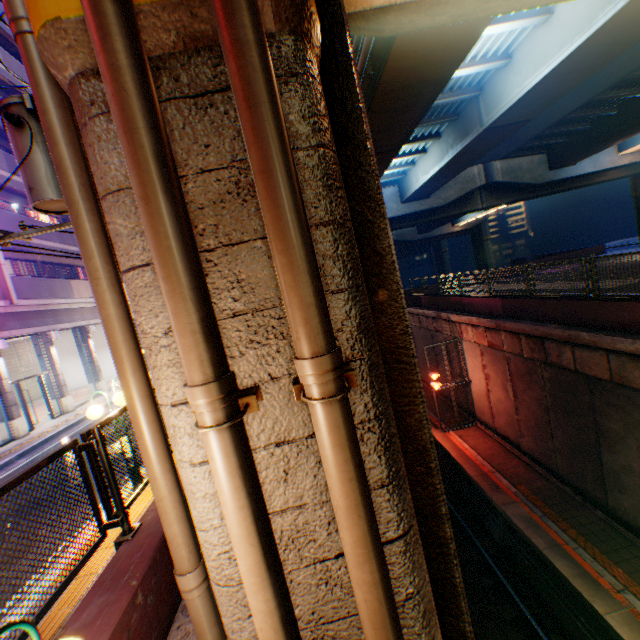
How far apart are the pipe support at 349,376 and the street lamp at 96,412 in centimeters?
587cm

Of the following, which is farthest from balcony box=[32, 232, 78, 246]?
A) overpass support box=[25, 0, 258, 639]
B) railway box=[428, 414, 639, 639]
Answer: railway box=[428, 414, 639, 639]

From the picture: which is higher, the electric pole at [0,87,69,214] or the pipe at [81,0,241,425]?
the electric pole at [0,87,69,214]

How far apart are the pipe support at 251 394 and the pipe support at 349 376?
0.3 meters

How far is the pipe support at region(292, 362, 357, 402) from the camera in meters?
1.5 m

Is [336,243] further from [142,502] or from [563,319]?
[563,319]

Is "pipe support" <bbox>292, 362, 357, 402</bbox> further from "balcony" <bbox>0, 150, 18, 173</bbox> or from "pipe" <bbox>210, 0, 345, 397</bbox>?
"balcony" <bbox>0, 150, 18, 173</bbox>

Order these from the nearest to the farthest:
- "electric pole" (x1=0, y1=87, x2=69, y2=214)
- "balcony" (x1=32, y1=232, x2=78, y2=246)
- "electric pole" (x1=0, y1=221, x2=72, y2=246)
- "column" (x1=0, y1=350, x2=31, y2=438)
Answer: "electric pole" (x1=0, y1=87, x2=69, y2=214), "electric pole" (x1=0, y1=221, x2=72, y2=246), "column" (x1=0, y1=350, x2=31, y2=438), "balcony" (x1=32, y1=232, x2=78, y2=246)
